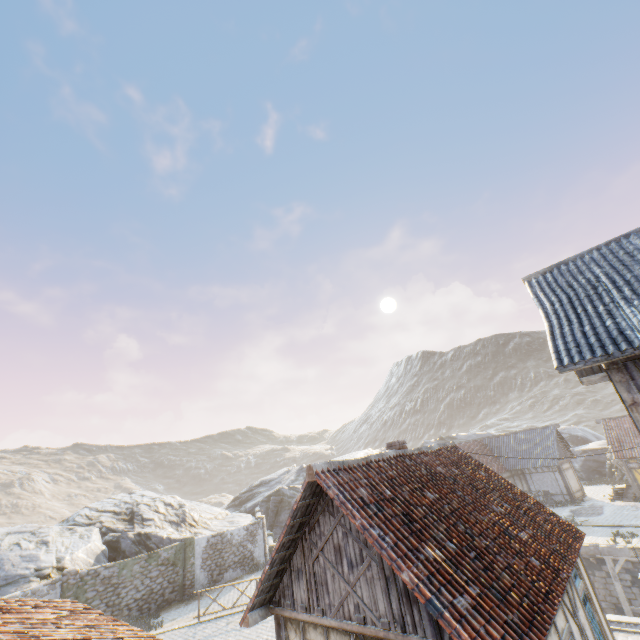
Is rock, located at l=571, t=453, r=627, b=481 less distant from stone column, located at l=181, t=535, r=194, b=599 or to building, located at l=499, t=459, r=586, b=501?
building, located at l=499, t=459, r=586, b=501

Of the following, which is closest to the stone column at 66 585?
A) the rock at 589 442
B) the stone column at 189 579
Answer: the stone column at 189 579

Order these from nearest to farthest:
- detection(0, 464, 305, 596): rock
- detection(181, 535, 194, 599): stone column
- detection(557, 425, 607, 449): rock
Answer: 1. detection(0, 464, 305, 596): rock
2. detection(181, 535, 194, 599): stone column
3. detection(557, 425, 607, 449): rock

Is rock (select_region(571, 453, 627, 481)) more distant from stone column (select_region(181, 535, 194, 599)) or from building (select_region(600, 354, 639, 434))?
building (select_region(600, 354, 639, 434))

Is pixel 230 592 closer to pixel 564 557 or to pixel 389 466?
pixel 389 466

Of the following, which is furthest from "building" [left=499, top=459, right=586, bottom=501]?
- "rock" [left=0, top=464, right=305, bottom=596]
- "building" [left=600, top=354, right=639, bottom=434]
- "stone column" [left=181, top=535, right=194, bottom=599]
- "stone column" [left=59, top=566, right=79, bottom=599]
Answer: "stone column" [left=59, top=566, right=79, bottom=599]

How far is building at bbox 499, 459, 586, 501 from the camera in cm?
2702

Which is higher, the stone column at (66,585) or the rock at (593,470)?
the stone column at (66,585)
